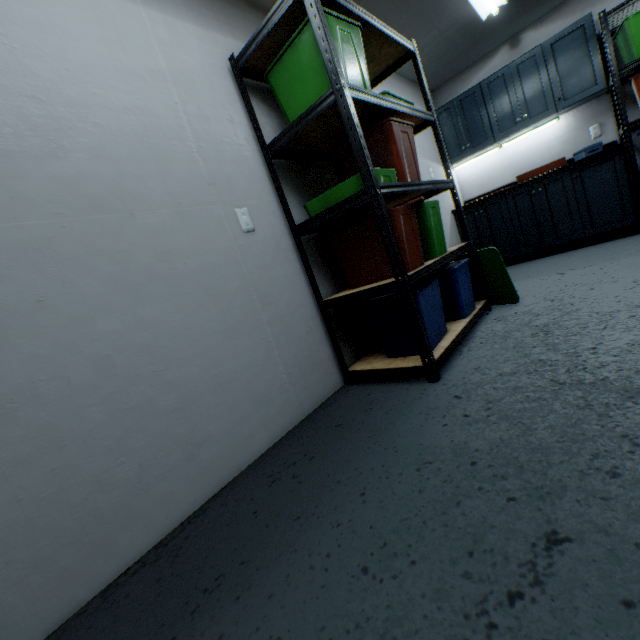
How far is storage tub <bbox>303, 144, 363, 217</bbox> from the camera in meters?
1.6

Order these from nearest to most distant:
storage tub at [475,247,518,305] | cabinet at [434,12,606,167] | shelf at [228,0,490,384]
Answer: shelf at [228,0,490,384] < storage tub at [475,247,518,305] < cabinet at [434,12,606,167]

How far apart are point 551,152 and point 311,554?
4.7 meters

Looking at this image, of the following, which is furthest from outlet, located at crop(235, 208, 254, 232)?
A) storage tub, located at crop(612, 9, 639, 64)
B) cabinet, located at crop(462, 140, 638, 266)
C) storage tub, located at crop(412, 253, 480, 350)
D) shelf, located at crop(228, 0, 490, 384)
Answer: storage tub, located at crop(612, 9, 639, 64)

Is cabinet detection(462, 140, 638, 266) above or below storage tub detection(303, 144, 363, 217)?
below

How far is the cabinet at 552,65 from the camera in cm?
313

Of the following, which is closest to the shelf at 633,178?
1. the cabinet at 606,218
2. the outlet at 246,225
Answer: the cabinet at 606,218

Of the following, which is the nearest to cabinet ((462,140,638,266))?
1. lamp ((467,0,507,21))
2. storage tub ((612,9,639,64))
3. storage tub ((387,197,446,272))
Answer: storage tub ((612,9,639,64))
